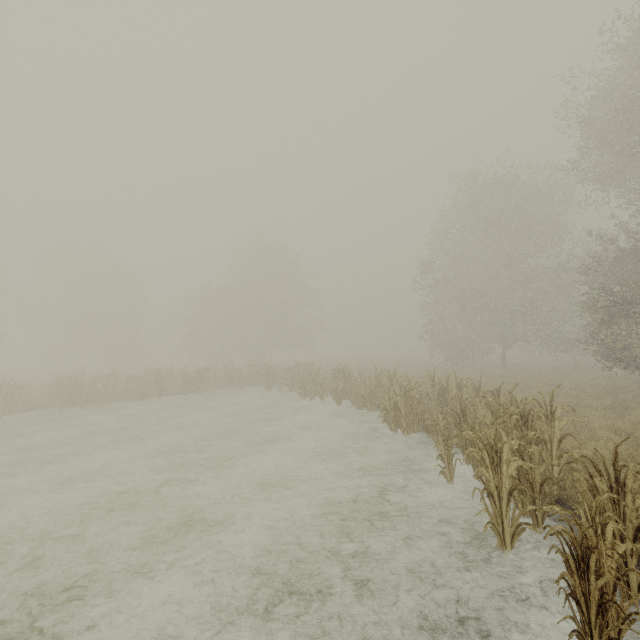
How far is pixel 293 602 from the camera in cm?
444
